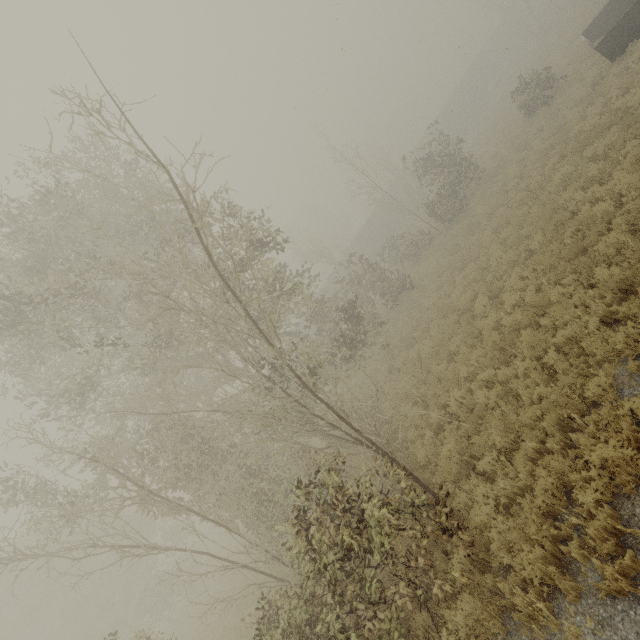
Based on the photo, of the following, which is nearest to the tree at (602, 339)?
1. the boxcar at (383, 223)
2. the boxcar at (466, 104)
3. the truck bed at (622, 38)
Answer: the truck bed at (622, 38)

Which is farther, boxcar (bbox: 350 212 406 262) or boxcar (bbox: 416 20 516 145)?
boxcar (bbox: 416 20 516 145)

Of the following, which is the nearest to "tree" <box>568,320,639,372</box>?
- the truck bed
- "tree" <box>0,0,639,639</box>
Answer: "tree" <box>0,0,639,639</box>

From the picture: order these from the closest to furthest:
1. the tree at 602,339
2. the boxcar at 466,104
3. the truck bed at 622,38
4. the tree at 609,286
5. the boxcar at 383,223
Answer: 1. the tree at 602,339
2. the tree at 609,286
3. the truck bed at 622,38
4. the boxcar at 383,223
5. the boxcar at 466,104

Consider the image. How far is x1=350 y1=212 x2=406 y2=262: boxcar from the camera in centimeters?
4147cm

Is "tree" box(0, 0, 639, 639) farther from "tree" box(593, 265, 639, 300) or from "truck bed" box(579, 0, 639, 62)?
"truck bed" box(579, 0, 639, 62)

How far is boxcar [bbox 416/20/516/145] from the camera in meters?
45.2 m

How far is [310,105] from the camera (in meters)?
16.45
